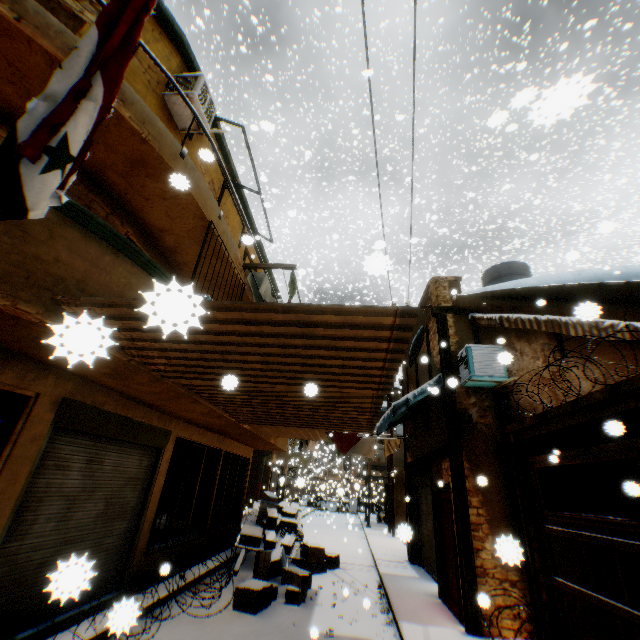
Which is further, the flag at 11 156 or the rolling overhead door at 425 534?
the rolling overhead door at 425 534

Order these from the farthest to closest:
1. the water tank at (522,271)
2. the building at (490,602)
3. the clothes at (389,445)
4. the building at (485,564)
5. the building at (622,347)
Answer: the clothes at (389,445), the water tank at (522,271), the building at (622,347), the building at (485,564), the building at (490,602)

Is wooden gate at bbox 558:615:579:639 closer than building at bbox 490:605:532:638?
Yes

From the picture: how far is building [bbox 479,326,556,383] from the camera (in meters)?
8.01

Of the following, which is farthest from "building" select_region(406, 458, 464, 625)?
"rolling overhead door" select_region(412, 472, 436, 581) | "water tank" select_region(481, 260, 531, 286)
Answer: "water tank" select_region(481, 260, 531, 286)

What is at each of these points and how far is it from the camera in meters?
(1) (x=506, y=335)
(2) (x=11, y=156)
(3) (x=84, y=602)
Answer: (1) building, 8.5
(2) flag, 1.5
(3) building, 5.4

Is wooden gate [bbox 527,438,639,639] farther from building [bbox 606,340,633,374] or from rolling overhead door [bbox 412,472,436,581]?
rolling overhead door [bbox 412,472,436,581]
